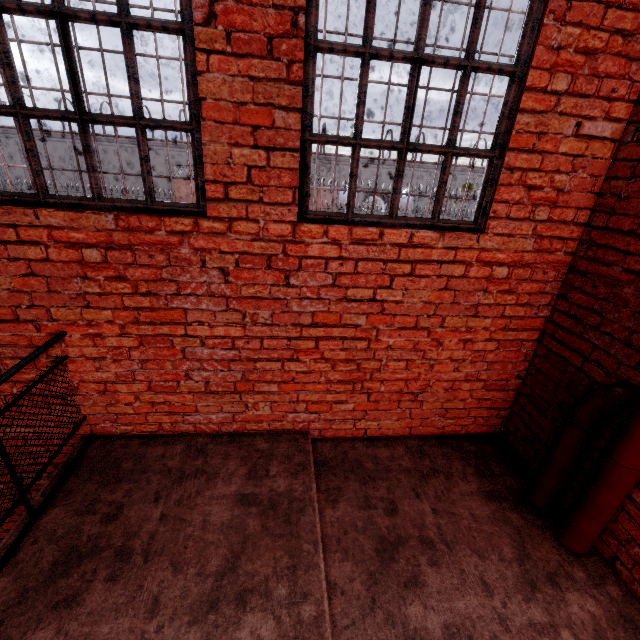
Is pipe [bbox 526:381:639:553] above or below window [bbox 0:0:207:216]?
below

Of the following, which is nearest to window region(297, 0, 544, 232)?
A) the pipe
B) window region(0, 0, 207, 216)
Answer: window region(0, 0, 207, 216)

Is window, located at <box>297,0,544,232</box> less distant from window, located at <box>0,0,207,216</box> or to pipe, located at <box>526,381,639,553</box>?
window, located at <box>0,0,207,216</box>

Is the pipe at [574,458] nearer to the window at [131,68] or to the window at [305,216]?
the window at [305,216]

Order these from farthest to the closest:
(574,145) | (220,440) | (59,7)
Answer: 1. (220,440)
2. (574,145)
3. (59,7)
